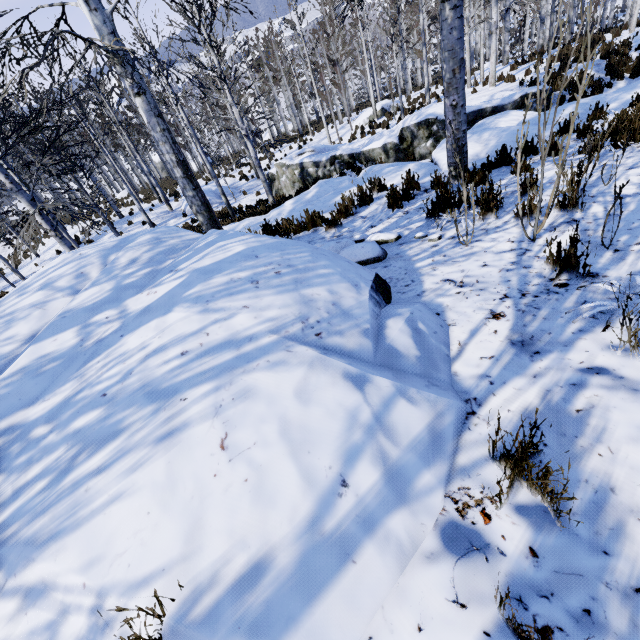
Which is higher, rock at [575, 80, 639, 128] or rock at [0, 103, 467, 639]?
rock at [0, 103, 467, 639]

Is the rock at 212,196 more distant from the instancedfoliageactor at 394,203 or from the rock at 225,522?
the rock at 225,522

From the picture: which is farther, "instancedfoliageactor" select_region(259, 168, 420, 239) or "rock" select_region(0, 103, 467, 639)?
"instancedfoliageactor" select_region(259, 168, 420, 239)

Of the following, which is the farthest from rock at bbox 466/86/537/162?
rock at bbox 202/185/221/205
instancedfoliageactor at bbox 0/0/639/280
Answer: rock at bbox 202/185/221/205

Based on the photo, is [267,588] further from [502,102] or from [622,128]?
[502,102]

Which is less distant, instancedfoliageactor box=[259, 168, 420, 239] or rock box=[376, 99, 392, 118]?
instancedfoliageactor box=[259, 168, 420, 239]

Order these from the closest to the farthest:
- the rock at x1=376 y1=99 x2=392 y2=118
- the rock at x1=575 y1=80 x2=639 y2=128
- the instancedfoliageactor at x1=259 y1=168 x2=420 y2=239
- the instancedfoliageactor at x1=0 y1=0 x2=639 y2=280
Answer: the instancedfoliageactor at x1=0 y1=0 x2=639 y2=280
the instancedfoliageactor at x1=259 y1=168 x2=420 y2=239
the rock at x1=575 y1=80 x2=639 y2=128
the rock at x1=376 y1=99 x2=392 y2=118

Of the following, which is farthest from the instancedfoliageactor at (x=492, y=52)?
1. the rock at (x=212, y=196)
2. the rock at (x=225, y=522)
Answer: the rock at (x=212, y=196)
